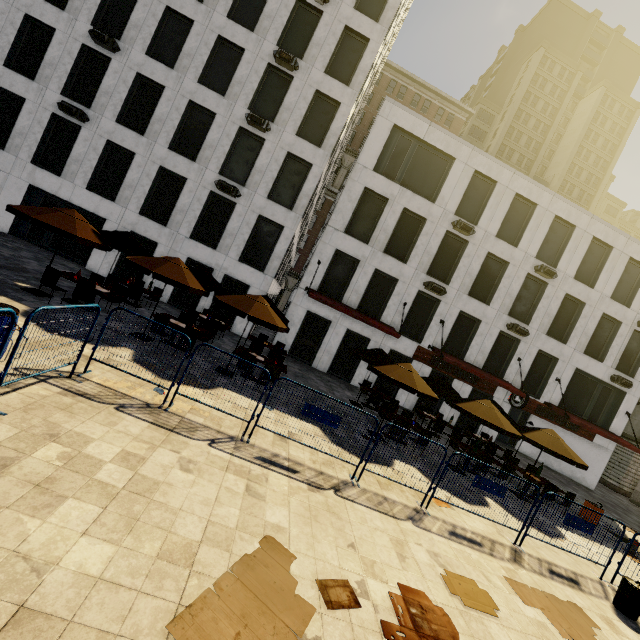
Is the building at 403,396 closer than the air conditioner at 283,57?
No

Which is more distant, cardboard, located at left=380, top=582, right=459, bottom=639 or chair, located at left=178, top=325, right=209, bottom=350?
chair, located at left=178, top=325, right=209, bottom=350

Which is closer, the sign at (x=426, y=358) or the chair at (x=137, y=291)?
the chair at (x=137, y=291)

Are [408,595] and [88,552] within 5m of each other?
yes

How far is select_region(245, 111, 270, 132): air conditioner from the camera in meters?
17.2

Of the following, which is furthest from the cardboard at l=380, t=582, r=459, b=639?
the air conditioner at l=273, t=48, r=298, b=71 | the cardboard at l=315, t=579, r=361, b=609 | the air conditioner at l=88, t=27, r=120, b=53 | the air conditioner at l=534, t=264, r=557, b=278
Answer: the air conditioner at l=88, t=27, r=120, b=53

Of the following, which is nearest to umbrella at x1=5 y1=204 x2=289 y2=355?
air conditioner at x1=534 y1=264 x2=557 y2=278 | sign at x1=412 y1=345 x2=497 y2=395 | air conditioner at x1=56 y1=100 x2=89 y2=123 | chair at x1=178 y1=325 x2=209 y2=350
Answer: chair at x1=178 y1=325 x2=209 y2=350

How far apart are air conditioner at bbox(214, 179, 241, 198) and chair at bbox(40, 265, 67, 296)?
9.7m
